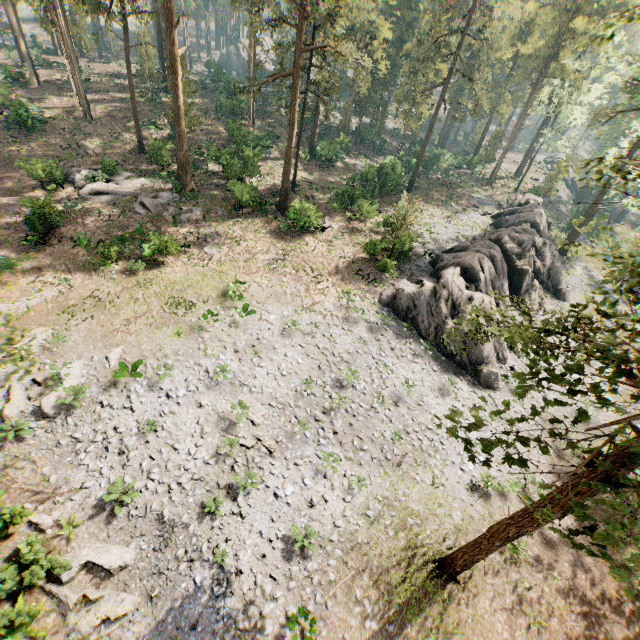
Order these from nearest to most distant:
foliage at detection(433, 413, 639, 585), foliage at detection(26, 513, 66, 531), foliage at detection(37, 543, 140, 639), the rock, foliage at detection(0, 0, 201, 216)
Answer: foliage at detection(433, 413, 639, 585) → foliage at detection(37, 543, 140, 639) → foliage at detection(26, 513, 66, 531) → the rock → foliage at detection(0, 0, 201, 216)

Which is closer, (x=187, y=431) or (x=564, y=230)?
(x=187, y=431)

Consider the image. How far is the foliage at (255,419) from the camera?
17.6m

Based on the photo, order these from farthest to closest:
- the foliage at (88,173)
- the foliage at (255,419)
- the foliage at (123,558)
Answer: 1. the foliage at (88,173)
2. the foliage at (255,419)
3. the foliage at (123,558)

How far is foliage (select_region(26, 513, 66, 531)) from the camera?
13.2m

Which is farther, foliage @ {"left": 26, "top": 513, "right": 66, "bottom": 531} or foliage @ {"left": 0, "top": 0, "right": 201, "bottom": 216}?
foliage @ {"left": 0, "top": 0, "right": 201, "bottom": 216}

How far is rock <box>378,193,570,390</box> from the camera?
23.6 meters
